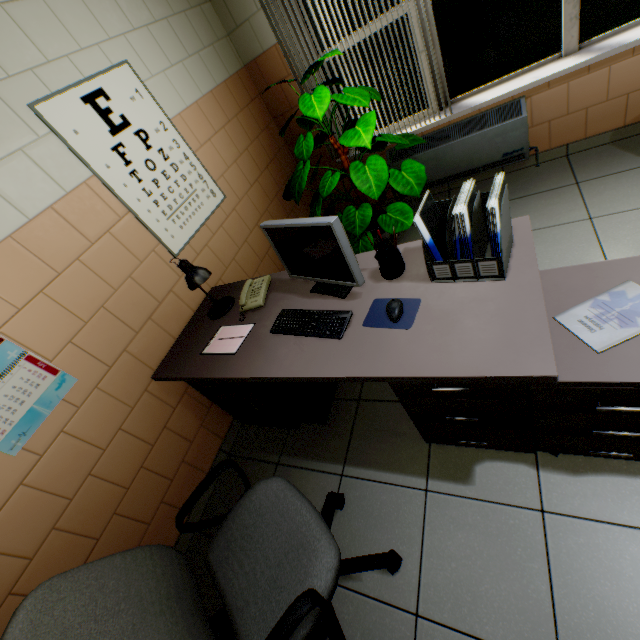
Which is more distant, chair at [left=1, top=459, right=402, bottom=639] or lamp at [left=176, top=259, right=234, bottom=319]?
lamp at [left=176, top=259, right=234, bottom=319]

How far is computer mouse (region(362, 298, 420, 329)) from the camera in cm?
132

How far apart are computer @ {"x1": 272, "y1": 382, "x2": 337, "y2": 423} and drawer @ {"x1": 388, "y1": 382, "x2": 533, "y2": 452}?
→ 0.71m

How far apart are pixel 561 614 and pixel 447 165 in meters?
3.3

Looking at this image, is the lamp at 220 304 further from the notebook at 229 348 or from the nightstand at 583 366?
the nightstand at 583 366

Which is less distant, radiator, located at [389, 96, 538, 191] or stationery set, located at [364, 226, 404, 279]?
stationery set, located at [364, 226, 404, 279]

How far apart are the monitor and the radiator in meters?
2.2 m

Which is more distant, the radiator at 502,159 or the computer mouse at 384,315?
the radiator at 502,159
